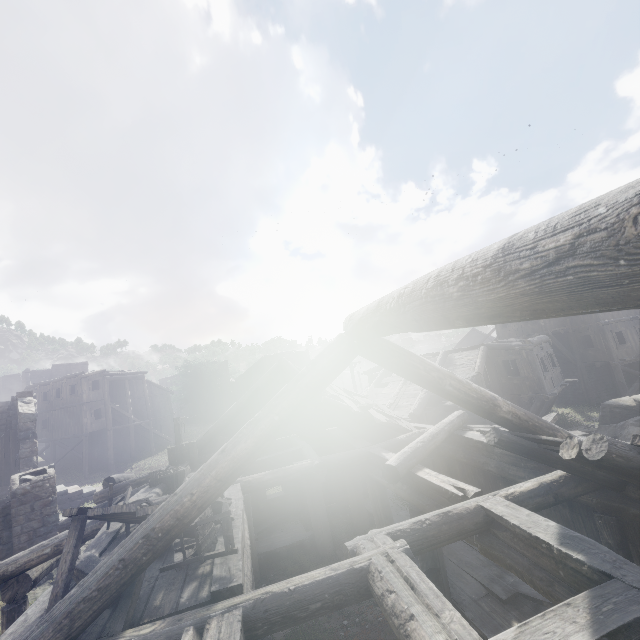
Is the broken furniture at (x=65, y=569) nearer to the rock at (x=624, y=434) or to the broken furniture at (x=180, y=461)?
the broken furniture at (x=180, y=461)

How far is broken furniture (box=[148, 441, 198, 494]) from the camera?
8.91m

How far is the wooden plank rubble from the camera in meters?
9.9 m

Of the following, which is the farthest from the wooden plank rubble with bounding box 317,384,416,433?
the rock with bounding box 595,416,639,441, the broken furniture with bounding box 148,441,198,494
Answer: the rock with bounding box 595,416,639,441

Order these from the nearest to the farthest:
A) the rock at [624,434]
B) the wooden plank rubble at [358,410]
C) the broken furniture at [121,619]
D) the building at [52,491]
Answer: the building at [52,491]
the broken furniture at [121,619]
the wooden plank rubble at [358,410]
the rock at [624,434]

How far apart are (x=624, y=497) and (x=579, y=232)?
6.60m

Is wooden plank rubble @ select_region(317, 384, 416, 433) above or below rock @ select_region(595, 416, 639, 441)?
above

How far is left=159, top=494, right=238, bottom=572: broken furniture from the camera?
4.44m
